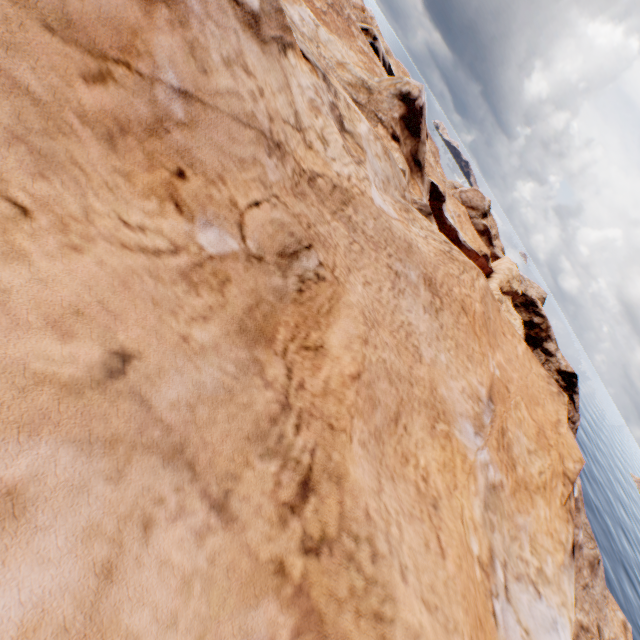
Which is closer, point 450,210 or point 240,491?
point 240,491
